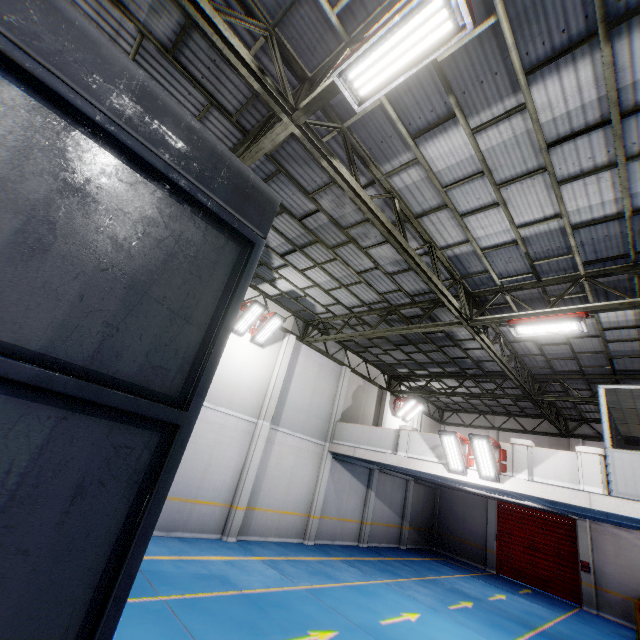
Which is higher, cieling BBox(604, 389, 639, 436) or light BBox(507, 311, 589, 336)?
light BBox(507, 311, 589, 336)

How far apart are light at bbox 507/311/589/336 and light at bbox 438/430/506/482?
3.2 meters

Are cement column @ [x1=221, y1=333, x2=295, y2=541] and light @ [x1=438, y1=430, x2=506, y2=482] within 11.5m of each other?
yes

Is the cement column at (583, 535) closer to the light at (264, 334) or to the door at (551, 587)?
the door at (551, 587)

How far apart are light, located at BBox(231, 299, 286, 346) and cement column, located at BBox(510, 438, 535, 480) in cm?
946

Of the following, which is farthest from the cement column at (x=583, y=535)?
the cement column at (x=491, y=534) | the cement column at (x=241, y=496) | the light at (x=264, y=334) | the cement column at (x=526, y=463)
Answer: the light at (x=264, y=334)

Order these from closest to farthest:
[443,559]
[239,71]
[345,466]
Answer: [239,71] → [345,466] → [443,559]

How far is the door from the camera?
16.53m
